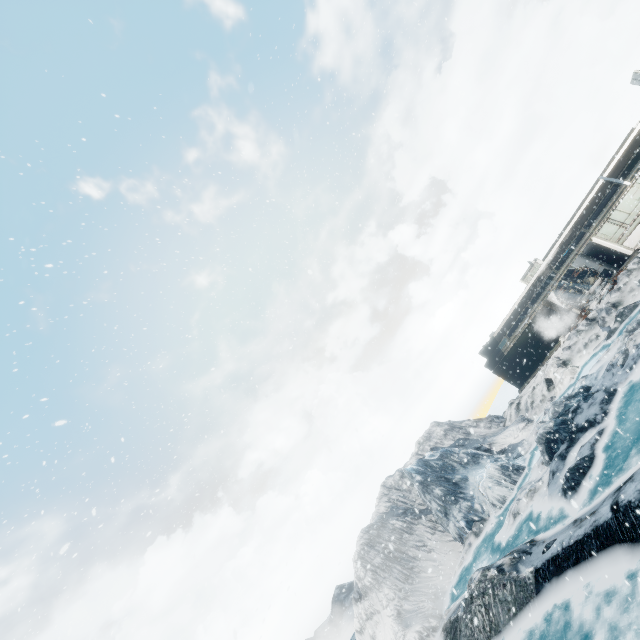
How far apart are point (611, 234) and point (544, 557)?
23.8 meters
